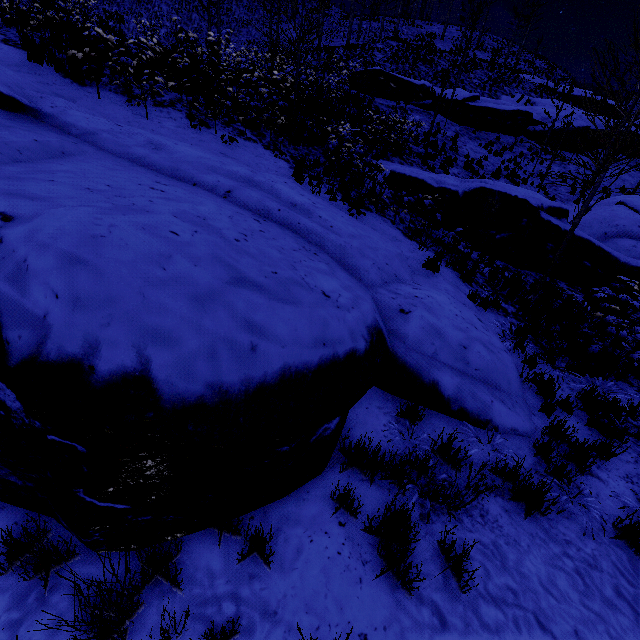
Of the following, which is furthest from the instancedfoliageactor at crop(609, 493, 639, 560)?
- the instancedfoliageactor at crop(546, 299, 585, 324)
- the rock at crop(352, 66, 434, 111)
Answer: the rock at crop(352, 66, 434, 111)

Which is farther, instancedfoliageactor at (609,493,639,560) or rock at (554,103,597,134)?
rock at (554,103,597,134)

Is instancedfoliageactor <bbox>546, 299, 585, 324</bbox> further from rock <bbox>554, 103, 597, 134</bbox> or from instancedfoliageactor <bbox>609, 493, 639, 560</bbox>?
rock <bbox>554, 103, 597, 134</bbox>

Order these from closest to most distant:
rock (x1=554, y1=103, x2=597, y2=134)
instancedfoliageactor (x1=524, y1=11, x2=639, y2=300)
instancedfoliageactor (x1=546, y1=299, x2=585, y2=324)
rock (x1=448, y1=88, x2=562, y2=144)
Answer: instancedfoliageactor (x1=524, y1=11, x2=639, y2=300) → instancedfoliageactor (x1=546, y1=299, x2=585, y2=324) → rock (x1=448, y1=88, x2=562, y2=144) → rock (x1=554, y1=103, x2=597, y2=134)

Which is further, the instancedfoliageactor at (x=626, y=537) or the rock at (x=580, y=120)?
the rock at (x=580, y=120)

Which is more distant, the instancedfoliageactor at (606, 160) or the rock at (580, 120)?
the rock at (580, 120)

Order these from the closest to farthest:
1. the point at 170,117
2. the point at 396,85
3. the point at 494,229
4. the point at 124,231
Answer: the point at 124,231 → the point at 170,117 → the point at 494,229 → the point at 396,85

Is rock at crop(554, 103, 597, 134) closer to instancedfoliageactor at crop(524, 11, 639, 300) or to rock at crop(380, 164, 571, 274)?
rock at crop(380, 164, 571, 274)
